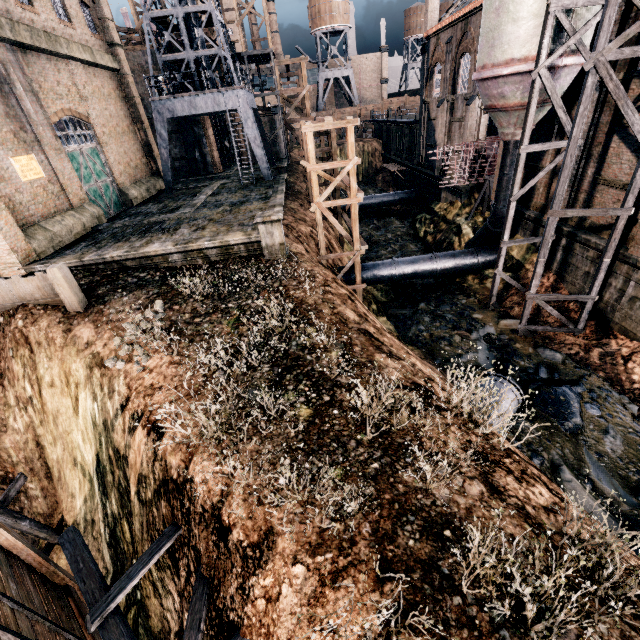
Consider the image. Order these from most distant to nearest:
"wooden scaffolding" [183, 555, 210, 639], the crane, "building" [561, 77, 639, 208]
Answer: the crane, "building" [561, 77, 639, 208], "wooden scaffolding" [183, 555, 210, 639]

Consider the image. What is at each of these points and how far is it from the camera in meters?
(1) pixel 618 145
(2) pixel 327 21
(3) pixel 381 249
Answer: (1) building, 15.1
(2) water tower, 59.7
(3) stone debris, 31.1

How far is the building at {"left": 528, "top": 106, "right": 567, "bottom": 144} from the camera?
18.4 meters

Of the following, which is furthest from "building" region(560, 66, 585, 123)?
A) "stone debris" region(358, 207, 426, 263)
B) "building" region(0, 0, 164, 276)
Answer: "building" region(0, 0, 164, 276)

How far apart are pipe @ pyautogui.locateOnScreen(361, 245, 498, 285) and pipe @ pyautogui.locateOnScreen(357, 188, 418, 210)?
18.4 meters

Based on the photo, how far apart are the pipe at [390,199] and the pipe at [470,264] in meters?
18.4

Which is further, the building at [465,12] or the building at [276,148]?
the building at [276,148]
